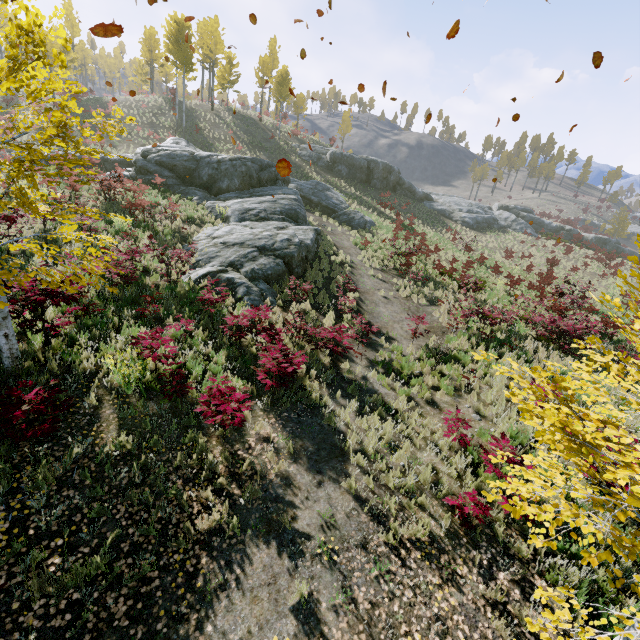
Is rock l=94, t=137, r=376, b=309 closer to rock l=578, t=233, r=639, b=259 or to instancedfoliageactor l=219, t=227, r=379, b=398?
instancedfoliageactor l=219, t=227, r=379, b=398

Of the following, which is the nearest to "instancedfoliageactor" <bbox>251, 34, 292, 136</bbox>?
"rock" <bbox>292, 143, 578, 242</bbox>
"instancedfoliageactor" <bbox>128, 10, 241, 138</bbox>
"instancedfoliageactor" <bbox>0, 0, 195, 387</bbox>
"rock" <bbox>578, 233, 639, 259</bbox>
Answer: "instancedfoliageactor" <bbox>128, 10, 241, 138</bbox>

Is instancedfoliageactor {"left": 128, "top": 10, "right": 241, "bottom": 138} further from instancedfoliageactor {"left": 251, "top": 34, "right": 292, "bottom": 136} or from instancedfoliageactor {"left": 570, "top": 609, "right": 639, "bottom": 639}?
instancedfoliageactor {"left": 570, "top": 609, "right": 639, "bottom": 639}

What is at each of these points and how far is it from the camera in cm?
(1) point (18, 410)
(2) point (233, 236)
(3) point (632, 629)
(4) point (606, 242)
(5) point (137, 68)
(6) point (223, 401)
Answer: (1) instancedfoliageactor, 433
(2) rock, 1444
(3) instancedfoliageactor, 330
(4) rock, 4506
(5) instancedfoliageactor, 4884
(6) instancedfoliageactor, 592

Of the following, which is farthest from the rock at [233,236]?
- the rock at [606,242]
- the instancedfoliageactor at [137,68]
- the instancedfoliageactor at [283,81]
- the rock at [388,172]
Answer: the rock at [606,242]

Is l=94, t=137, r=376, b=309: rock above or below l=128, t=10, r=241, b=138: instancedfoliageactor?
below

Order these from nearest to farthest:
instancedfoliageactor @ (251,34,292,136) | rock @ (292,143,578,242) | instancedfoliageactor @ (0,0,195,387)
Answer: instancedfoliageactor @ (0,0,195,387) < rock @ (292,143,578,242) < instancedfoliageactor @ (251,34,292,136)

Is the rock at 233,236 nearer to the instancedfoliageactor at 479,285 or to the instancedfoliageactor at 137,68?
the instancedfoliageactor at 479,285
